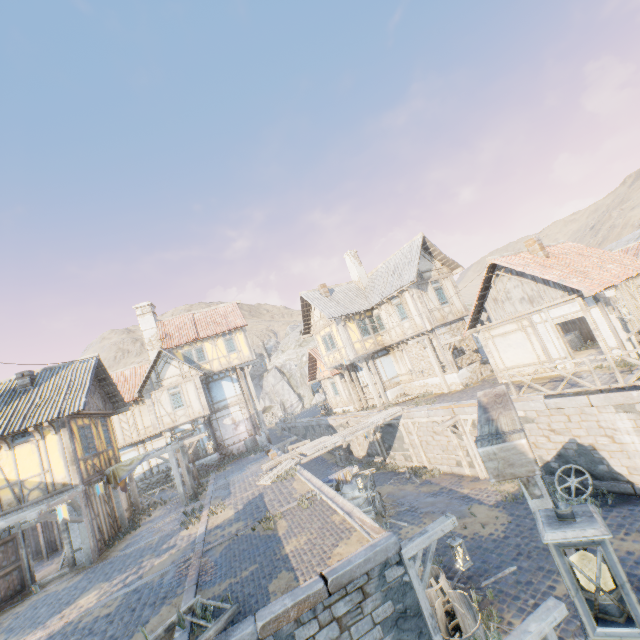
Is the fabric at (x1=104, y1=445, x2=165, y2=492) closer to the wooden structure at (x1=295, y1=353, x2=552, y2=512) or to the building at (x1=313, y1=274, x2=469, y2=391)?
the wooden structure at (x1=295, y1=353, x2=552, y2=512)

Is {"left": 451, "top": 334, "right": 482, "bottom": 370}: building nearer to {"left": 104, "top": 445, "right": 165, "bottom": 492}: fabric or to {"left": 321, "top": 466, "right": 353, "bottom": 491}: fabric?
{"left": 321, "top": 466, "right": 353, "bottom": 491}: fabric

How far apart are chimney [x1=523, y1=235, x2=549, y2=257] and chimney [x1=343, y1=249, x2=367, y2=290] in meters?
11.7 m

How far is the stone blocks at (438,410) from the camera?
14.67m

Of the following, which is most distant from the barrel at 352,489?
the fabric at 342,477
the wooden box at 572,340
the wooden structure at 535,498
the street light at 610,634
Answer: the street light at 610,634

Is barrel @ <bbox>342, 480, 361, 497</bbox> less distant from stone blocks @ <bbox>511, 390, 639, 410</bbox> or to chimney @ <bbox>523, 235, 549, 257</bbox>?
stone blocks @ <bbox>511, 390, 639, 410</bbox>

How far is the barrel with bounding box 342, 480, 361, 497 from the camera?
14.2 meters

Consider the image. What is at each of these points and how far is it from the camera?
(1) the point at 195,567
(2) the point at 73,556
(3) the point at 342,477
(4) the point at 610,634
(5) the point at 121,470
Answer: (1) stone blocks, 8.7 meters
(2) building, 12.6 meters
(3) fabric, 12.9 meters
(4) street light, 1.6 meters
(5) fabric, 15.9 meters
